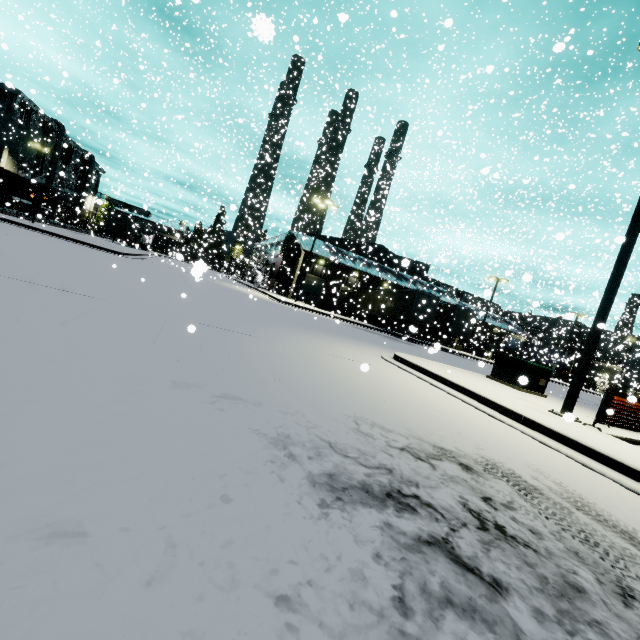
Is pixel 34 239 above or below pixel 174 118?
below

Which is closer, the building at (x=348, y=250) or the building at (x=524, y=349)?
the building at (x=348, y=250)

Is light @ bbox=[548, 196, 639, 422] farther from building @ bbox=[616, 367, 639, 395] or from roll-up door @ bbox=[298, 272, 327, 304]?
roll-up door @ bbox=[298, 272, 327, 304]

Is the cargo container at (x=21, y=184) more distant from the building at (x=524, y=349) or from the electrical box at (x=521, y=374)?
the electrical box at (x=521, y=374)

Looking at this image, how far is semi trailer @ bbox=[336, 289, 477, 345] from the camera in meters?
27.9

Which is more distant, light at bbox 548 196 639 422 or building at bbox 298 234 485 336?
building at bbox 298 234 485 336

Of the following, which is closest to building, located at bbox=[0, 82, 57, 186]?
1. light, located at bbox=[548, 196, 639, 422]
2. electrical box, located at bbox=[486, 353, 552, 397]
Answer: light, located at bbox=[548, 196, 639, 422]

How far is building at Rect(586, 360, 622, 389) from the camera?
29.8m
